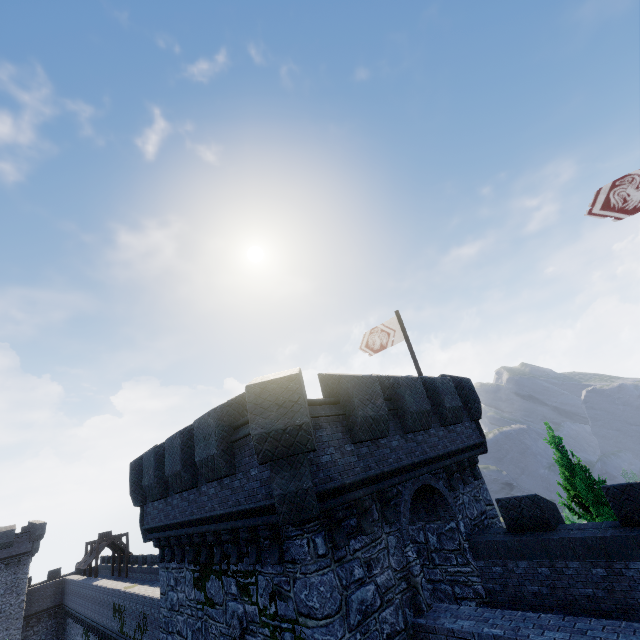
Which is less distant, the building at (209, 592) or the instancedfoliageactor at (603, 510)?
the building at (209, 592)

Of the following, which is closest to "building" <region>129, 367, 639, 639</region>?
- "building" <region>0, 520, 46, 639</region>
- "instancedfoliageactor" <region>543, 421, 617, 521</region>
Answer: "instancedfoliageactor" <region>543, 421, 617, 521</region>

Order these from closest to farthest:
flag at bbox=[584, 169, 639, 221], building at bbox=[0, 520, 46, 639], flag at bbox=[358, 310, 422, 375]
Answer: flag at bbox=[584, 169, 639, 221], flag at bbox=[358, 310, 422, 375], building at bbox=[0, 520, 46, 639]

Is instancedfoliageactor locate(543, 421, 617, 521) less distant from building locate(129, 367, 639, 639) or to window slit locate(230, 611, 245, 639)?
building locate(129, 367, 639, 639)

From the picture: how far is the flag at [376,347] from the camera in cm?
1589

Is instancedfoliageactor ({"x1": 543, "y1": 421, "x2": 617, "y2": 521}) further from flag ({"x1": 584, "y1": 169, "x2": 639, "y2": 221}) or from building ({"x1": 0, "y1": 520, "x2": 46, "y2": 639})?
building ({"x1": 0, "y1": 520, "x2": 46, "y2": 639})

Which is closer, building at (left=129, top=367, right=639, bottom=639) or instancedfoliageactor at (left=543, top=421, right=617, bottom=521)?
building at (left=129, top=367, right=639, bottom=639)

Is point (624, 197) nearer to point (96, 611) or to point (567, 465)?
point (567, 465)
